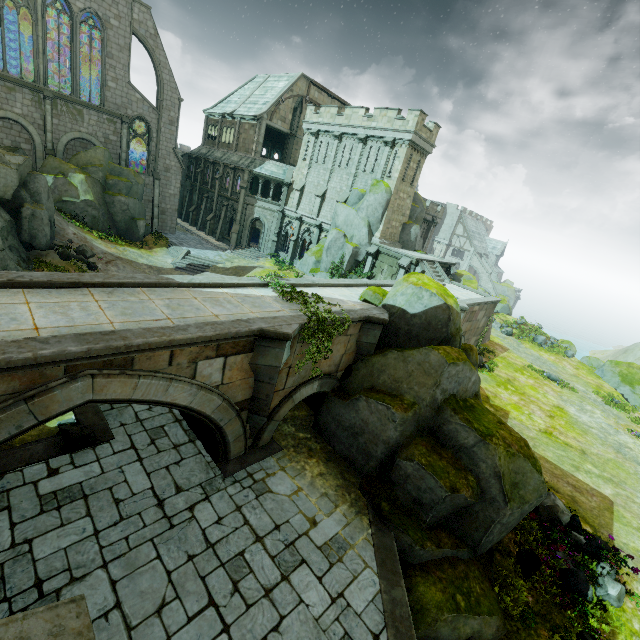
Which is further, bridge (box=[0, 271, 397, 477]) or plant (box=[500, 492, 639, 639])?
plant (box=[500, 492, 639, 639])

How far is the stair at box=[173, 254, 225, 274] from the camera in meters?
30.0 m

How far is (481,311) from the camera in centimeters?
2417cm

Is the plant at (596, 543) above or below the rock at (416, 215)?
below

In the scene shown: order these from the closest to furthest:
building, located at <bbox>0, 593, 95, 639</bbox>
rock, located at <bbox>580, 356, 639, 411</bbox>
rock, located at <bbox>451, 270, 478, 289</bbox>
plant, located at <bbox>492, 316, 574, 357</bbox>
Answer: building, located at <bbox>0, 593, 95, 639</bbox> < rock, located at <bbox>580, 356, 639, 411</bbox> < plant, located at <bbox>492, 316, 574, 357</bbox> < rock, located at <bbox>451, 270, 478, 289</bbox>

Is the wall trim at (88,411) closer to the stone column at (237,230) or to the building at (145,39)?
the building at (145,39)

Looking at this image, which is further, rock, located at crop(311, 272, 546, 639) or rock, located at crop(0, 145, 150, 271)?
rock, located at crop(0, 145, 150, 271)

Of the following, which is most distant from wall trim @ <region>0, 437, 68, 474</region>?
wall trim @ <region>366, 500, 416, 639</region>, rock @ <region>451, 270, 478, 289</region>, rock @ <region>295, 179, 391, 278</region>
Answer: rock @ <region>451, 270, 478, 289</region>
